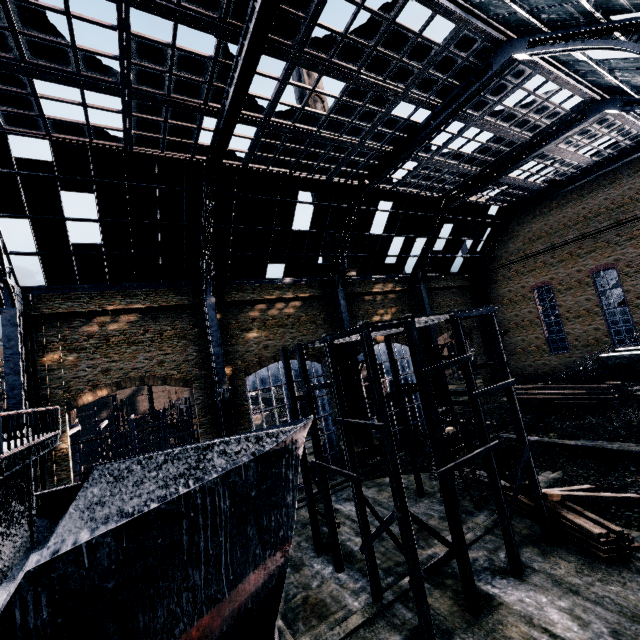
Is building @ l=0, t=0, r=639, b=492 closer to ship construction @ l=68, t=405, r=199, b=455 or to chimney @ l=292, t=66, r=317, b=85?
chimney @ l=292, t=66, r=317, b=85

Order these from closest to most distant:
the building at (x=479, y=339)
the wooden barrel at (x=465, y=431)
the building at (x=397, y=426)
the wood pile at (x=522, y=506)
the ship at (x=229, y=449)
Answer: the ship at (x=229, y=449) → the wood pile at (x=522, y=506) → the wooden barrel at (x=465, y=431) → the building at (x=397, y=426) → the building at (x=479, y=339)

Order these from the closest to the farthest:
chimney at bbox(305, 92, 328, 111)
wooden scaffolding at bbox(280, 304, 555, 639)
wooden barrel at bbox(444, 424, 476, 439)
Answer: wooden scaffolding at bbox(280, 304, 555, 639) → wooden barrel at bbox(444, 424, 476, 439) → chimney at bbox(305, 92, 328, 111)

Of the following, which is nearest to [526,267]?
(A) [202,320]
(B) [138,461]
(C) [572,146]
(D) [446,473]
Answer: (C) [572,146]

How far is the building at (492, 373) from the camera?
42.8m

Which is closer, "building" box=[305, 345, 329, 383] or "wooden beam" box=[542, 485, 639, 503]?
"wooden beam" box=[542, 485, 639, 503]

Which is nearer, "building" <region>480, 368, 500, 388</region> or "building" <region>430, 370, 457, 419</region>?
"building" <region>430, 370, 457, 419</region>

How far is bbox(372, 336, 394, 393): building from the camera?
34.69m
